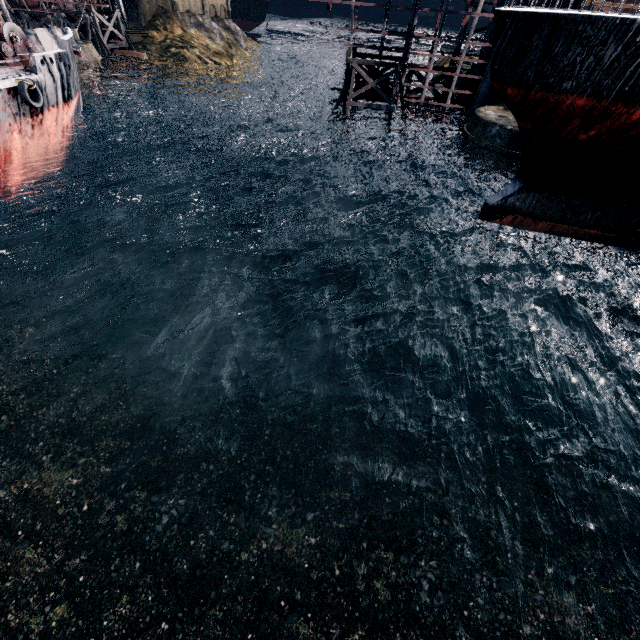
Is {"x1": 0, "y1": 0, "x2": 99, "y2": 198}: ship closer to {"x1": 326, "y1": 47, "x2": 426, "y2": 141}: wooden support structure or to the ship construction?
the ship construction

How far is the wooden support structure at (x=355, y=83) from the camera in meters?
32.2

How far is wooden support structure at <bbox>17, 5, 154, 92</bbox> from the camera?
47.06m

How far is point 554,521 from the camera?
13.2m

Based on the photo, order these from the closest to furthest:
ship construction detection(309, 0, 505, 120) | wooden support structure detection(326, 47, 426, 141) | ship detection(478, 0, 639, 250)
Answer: ship detection(478, 0, 639, 250) → ship construction detection(309, 0, 505, 120) → wooden support structure detection(326, 47, 426, 141)

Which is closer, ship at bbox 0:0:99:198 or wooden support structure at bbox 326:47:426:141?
ship at bbox 0:0:99:198

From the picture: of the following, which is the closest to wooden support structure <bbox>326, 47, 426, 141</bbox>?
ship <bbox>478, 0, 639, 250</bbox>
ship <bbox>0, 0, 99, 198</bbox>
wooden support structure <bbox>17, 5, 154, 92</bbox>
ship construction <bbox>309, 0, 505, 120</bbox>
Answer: ship construction <bbox>309, 0, 505, 120</bbox>

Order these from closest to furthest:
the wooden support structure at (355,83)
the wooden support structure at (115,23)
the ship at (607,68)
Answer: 1. the ship at (607,68)
2. the wooden support structure at (355,83)
3. the wooden support structure at (115,23)
